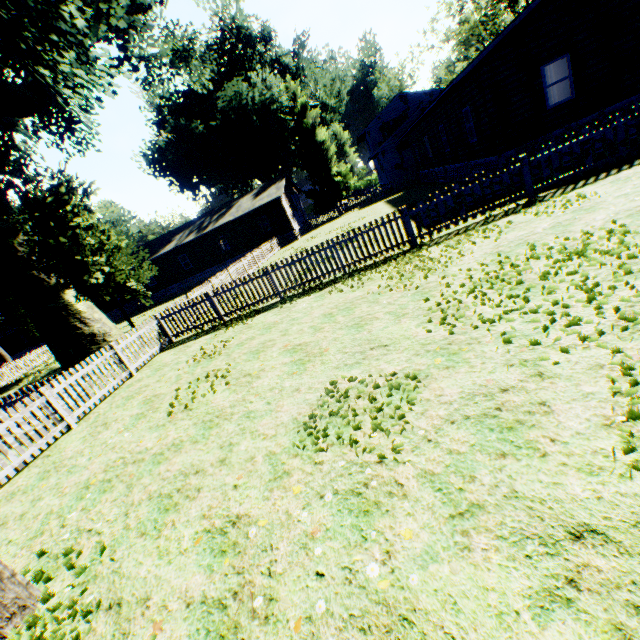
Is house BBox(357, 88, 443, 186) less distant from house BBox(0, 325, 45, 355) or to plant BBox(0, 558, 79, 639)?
plant BBox(0, 558, 79, 639)

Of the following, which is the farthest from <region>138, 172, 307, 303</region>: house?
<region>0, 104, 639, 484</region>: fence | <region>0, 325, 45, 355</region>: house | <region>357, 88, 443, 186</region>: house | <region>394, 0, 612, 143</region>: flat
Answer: <region>394, 0, 612, 143</region>: flat

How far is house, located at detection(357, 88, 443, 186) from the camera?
34.4 meters

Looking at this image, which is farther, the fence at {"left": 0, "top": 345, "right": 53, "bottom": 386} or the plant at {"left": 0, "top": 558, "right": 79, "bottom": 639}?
the fence at {"left": 0, "top": 345, "right": 53, "bottom": 386}

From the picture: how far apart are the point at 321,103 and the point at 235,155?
15.41m

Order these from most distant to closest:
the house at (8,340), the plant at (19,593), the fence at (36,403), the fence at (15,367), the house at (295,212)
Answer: the house at (8,340)
the house at (295,212)
the fence at (15,367)
the fence at (36,403)
the plant at (19,593)

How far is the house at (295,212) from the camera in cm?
3206

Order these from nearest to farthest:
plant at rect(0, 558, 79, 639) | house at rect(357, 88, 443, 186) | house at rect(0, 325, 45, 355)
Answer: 1. plant at rect(0, 558, 79, 639)
2. house at rect(357, 88, 443, 186)
3. house at rect(0, 325, 45, 355)
